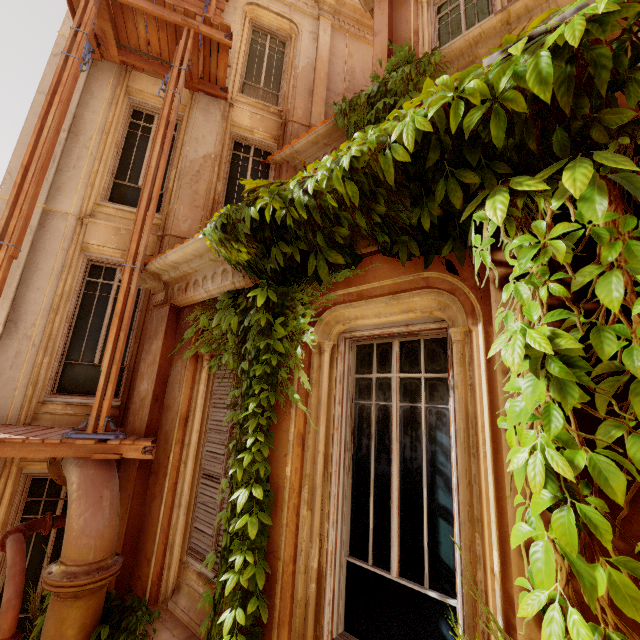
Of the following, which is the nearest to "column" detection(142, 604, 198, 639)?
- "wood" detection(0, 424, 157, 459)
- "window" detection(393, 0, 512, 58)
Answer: "wood" detection(0, 424, 157, 459)

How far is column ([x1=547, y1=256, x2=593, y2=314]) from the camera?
1.6m

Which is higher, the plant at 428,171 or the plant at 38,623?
the plant at 428,171

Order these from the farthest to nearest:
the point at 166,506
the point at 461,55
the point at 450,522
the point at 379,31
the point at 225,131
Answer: the point at 225,131
the point at 379,31
the point at 461,55
the point at 166,506
the point at 450,522

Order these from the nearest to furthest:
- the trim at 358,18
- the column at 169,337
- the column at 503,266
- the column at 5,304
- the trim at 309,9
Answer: the column at 503,266 → the column at 169,337 → the column at 5,304 → the trim at 358,18 → the trim at 309,9

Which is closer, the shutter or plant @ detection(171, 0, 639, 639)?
plant @ detection(171, 0, 639, 639)

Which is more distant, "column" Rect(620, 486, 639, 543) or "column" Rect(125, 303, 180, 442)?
"column" Rect(125, 303, 180, 442)
